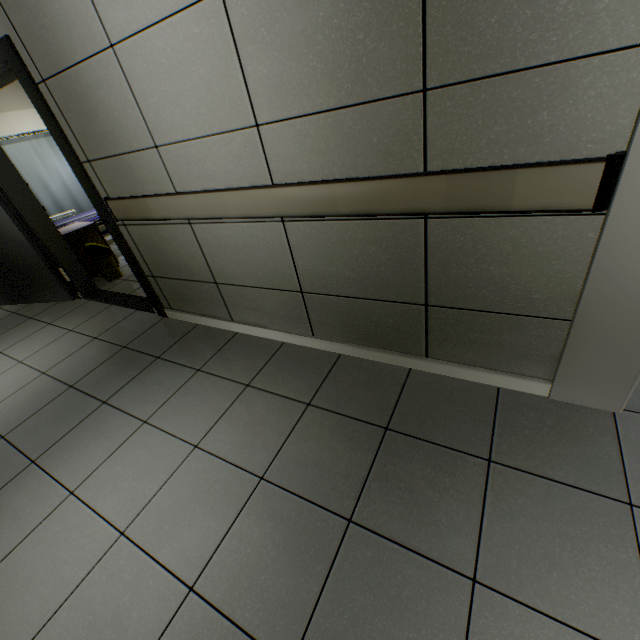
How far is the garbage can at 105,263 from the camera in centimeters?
412cm

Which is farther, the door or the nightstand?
the nightstand

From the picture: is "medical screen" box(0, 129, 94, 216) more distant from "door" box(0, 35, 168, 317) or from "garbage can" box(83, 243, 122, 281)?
"garbage can" box(83, 243, 122, 281)

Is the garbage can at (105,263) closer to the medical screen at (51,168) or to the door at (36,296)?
the door at (36,296)

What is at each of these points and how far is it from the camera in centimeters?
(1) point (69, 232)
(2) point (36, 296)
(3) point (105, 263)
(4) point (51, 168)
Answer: (1) nightstand, 414cm
(2) door, 411cm
(3) garbage can, 426cm
(4) medical screen, 559cm

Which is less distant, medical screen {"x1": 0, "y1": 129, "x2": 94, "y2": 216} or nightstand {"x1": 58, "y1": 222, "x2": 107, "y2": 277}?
nightstand {"x1": 58, "y1": 222, "x2": 107, "y2": 277}

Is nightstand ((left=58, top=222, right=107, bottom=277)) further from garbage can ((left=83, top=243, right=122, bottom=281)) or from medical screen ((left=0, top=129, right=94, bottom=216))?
medical screen ((left=0, top=129, right=94, bottom=216))

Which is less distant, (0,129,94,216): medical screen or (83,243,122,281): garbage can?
(83,243,122,281): garbage can
